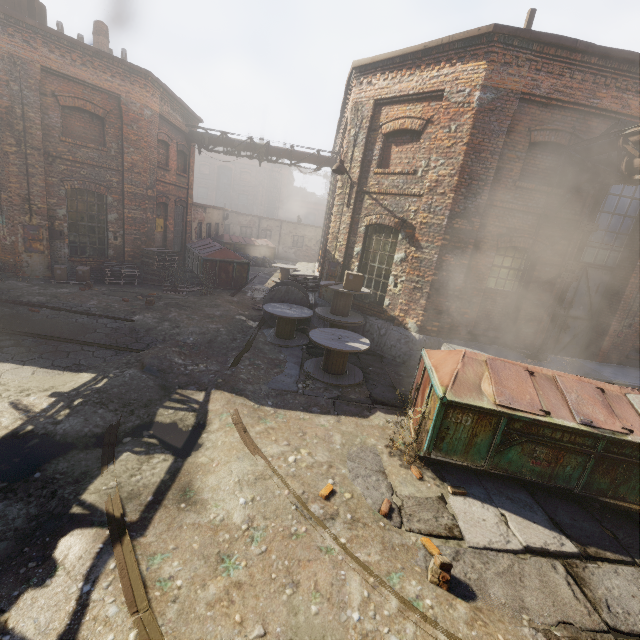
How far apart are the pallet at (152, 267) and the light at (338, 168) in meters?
8.0 m

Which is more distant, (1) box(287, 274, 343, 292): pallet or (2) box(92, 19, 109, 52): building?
(2) box(92, 19, 109, 52): building

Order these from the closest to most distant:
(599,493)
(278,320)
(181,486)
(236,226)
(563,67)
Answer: (181,486)
(599,493)
(563,67)
(278,320)
(236,226)

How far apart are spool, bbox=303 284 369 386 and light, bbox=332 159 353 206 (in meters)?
4.51

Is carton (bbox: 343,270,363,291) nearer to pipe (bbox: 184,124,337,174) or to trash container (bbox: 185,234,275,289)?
trash container (bbox: 185,234,275,289)

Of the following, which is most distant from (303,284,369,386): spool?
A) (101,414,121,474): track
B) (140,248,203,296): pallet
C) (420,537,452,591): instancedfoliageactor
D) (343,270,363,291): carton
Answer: (140,248,203,296): pallet

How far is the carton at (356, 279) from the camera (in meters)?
9.13

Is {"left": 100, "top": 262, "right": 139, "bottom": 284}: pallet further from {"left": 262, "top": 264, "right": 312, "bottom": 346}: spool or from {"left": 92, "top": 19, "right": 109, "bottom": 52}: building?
{"left": 92, "top": 19, "right": 109, "bottom": 52}: building
